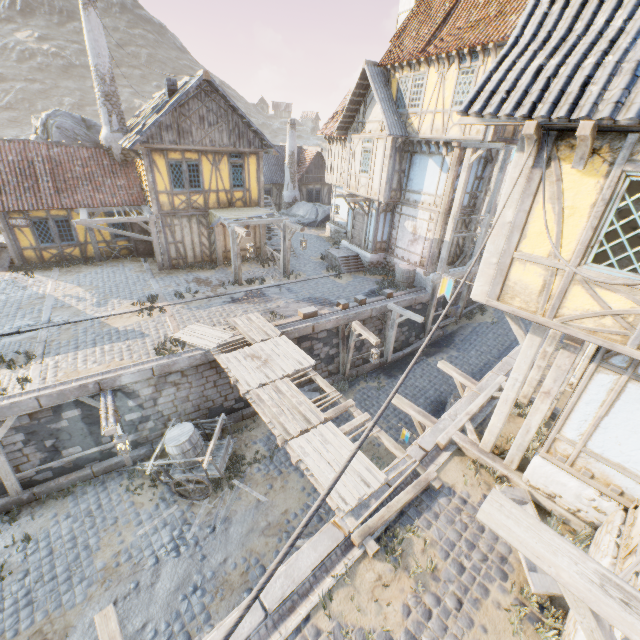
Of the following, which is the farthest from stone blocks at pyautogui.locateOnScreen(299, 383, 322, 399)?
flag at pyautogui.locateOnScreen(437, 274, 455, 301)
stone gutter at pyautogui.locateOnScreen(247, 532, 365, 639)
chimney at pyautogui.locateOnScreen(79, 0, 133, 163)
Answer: chimney at pyautogui.locateOnScreen(79, 0, 133, 163)

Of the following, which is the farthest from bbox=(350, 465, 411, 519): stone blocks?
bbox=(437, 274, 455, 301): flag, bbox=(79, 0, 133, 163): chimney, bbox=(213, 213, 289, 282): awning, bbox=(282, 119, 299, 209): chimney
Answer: bbox=(282, 119, 299, 209): chimney

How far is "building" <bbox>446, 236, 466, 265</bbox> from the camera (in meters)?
17.00

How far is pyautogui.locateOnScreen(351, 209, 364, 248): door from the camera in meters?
18.9 m

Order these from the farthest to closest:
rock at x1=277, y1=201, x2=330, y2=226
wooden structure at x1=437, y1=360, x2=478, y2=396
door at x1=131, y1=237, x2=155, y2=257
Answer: rock at x1=277, y1=201, x2=330, y2=226 → door at x1=131, y1=237, x2=155, y2=257 → wooden structure at x1=437, y1=360, x2=478, y2=396

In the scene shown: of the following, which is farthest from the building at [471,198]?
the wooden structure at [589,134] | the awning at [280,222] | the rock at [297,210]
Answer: the wooden structure at [589,134]

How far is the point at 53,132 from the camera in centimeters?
2136cm

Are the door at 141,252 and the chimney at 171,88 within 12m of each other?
yes
